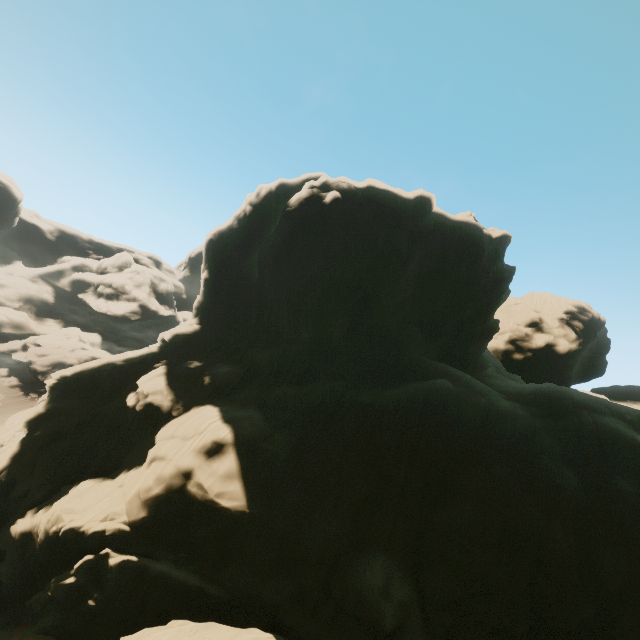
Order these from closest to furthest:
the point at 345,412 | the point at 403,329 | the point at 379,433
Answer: the point at 379,433 → the point at 345,412 → the point at 403,329
